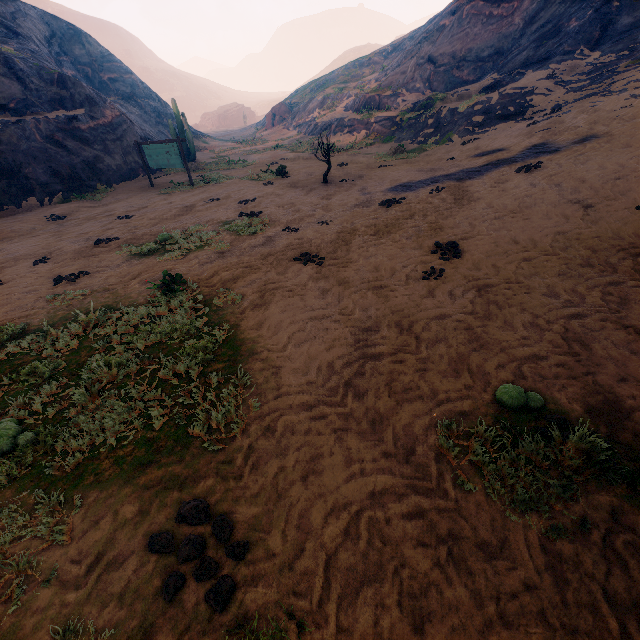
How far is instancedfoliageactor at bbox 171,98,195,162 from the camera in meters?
22.6 m

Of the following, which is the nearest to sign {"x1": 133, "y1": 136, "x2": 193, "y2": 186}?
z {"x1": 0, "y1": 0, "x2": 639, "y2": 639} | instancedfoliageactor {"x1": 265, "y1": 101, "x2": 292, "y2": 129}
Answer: z {"x1": 0, "y1": 0, "x2": 639, "y2": 639}

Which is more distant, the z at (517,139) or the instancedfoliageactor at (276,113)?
the instancedfoliageactor at (276,113)

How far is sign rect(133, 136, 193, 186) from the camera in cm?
1578

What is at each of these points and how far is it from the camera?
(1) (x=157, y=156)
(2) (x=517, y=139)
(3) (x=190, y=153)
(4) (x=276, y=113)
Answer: (1) sign, 16.55m
(2) z, 12.54m
(3) instancedfoliageactor, 24.34m
(4) instancedfoliageactor, 42.94m

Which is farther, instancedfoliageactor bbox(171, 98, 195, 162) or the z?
instancedfoliageactor bbox(171, 98, 195, 162)

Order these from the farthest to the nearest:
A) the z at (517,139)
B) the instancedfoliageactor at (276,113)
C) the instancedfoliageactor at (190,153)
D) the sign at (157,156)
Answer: the instancedfoliageactor at (276,113)
the instancedfoliageactor at (190,153)
the sign at (157,156)
the z at (517,139)

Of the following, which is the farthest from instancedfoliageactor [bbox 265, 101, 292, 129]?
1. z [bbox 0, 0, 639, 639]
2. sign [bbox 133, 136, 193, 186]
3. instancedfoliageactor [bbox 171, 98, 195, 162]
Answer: sign [bbox 133, 136, 193, 186]
